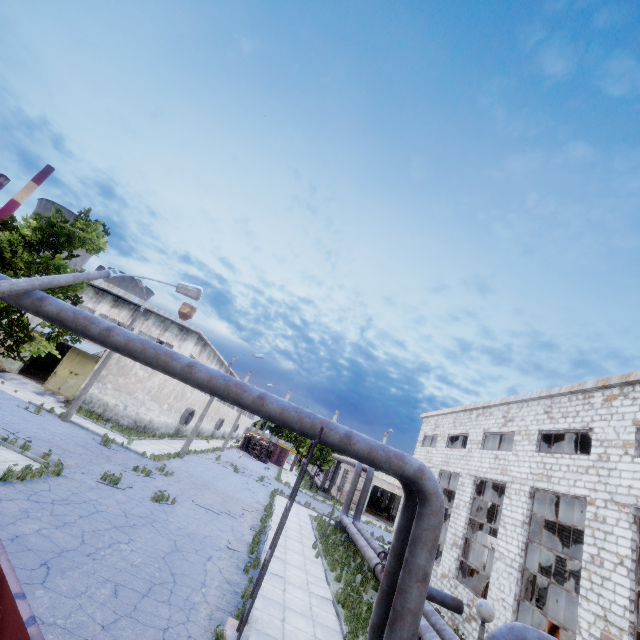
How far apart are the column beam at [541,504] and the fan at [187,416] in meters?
30.9 m

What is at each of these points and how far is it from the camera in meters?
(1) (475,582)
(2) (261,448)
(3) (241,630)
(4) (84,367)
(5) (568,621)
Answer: (1) cable machine, 19.1 m
(2) truck, 52.2 m
(3) pipe holder, 6.2 m
(4) door, 28.1 m
(5) cable machine, 13.7 m

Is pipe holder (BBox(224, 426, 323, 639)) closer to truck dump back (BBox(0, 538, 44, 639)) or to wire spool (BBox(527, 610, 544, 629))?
truck dump back (BBox(0, 538, 44, 639))

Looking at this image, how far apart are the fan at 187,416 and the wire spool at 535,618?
31.3 meters

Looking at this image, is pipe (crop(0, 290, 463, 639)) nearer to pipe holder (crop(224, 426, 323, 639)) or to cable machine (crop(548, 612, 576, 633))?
pipe holder (crop(224, 426, 323, 639))

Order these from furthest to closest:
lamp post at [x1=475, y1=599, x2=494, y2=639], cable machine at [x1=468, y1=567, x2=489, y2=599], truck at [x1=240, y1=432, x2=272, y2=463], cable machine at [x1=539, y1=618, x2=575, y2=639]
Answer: truck at [x1=240, y1=432, x2=272, y2=463]
cable machine at [x1=468, y1=567, x2=489, y2=599]
cable machine at [x1=539, y1=618, x2=575, y2=639]
lamp post at [x1=475, y1=599, x2=494, y2=639]

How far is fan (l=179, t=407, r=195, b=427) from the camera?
34.9m

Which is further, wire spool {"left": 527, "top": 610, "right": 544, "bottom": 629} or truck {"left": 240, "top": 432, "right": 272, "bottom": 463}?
truck {"left": 240, "top": 432, "right": 272, "bottom": 463}
